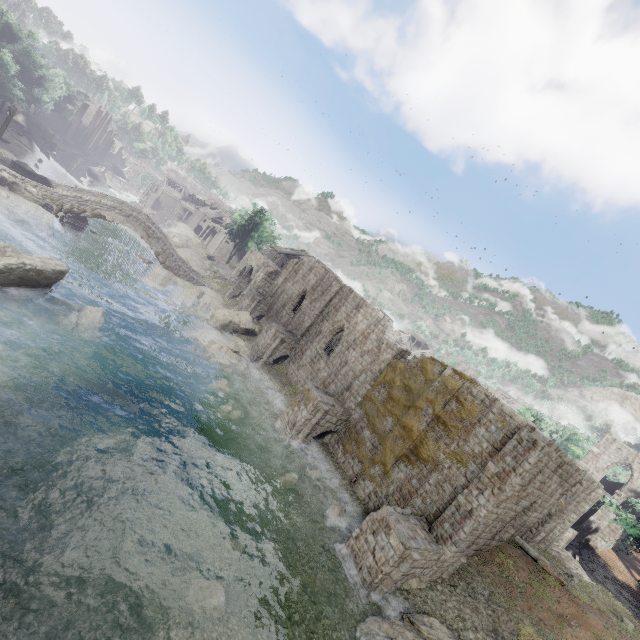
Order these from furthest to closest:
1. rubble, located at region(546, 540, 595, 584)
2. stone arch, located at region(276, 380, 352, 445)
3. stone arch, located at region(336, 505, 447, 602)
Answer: rubble, located at region(546, 540, 595, 584)
stone arch, located at region(276, 380, 352, 445)
stone arch, located at region(336, 505, 447, 602)

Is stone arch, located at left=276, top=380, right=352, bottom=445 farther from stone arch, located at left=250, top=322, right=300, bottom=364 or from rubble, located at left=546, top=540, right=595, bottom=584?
rubble, located at left=546, top=540, right=595, bottom=584

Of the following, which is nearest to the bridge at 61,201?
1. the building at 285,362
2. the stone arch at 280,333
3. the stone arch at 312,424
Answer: the building at 285,362

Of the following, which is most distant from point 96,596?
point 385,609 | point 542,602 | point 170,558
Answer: point 542,602

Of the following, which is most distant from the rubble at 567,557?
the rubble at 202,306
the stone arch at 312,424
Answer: the rubble at 202,306

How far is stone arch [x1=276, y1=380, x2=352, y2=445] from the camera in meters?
20.8

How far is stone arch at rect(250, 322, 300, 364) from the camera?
28.77m

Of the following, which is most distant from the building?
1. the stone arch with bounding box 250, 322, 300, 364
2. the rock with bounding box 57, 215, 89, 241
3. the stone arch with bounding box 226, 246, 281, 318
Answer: the rock with bounding box 57, 215, 89, 241
